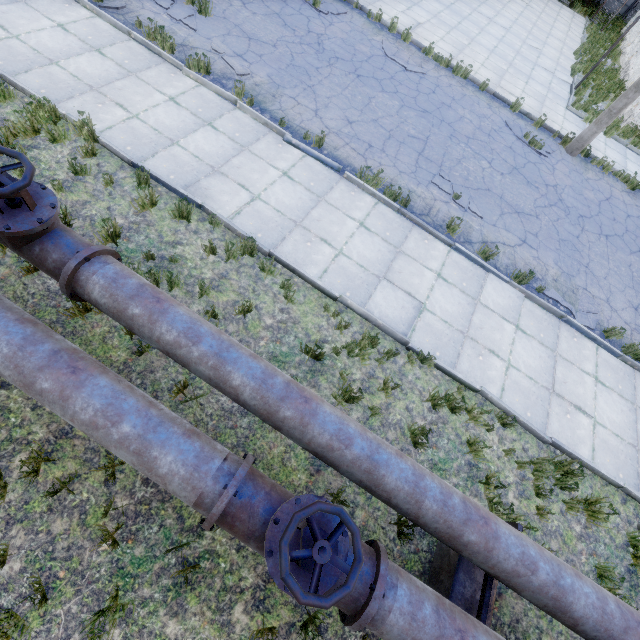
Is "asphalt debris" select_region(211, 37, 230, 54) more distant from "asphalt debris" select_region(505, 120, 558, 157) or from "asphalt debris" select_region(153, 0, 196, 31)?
"asphalt debris" select_region(505, 120, 558, 157)

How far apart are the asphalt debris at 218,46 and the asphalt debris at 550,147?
8.9m

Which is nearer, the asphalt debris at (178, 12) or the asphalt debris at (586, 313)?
the asphalt debris at (586, 313)

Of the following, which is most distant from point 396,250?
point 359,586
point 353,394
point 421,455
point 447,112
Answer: point 447,112

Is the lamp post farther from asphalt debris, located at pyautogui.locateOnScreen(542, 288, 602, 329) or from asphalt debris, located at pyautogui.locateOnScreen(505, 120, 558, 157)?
asphalt debris, located at pyautogui.locateOnScreen(542, 288, 602, 329)

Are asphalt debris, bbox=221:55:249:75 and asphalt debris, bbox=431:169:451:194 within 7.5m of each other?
yes

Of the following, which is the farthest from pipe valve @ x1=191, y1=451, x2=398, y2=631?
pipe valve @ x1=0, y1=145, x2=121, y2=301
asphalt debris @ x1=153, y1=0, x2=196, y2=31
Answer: asphalt debris @ x1=153, y1=0, x2=196, y2=31

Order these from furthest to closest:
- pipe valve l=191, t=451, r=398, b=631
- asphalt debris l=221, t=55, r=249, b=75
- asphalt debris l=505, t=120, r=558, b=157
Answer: asphalt debris l=505, t=120, r=558, b=157, asphalt debris l=221, t=55, r=249, b=75, pipe valve l=191, t=451, r=398, b=631
